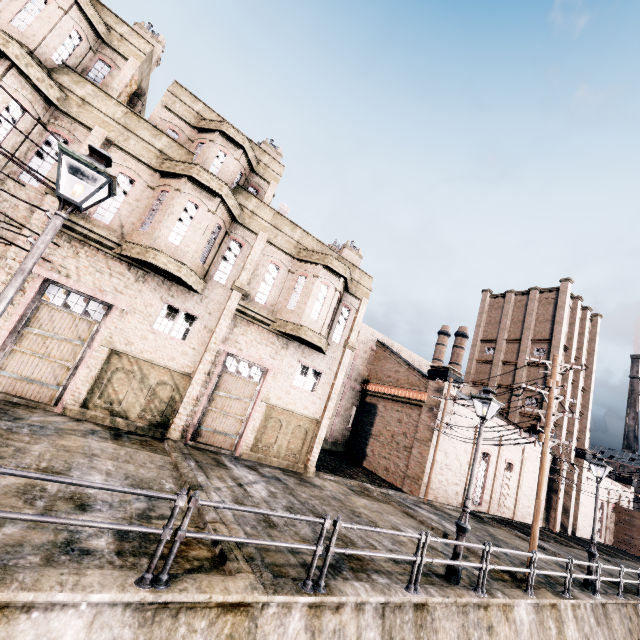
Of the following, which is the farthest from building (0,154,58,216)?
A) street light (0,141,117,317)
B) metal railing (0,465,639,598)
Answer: metal railing (0,465,639,598)

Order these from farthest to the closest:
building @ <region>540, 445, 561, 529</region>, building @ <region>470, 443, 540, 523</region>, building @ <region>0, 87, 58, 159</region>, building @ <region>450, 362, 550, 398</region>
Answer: building @ <region>450, 362, 550, 398</region>
building @ <region>540, 445, 561, 529</region>
building @ <region>470, 443, 540, 523</region>
building @ <region>0, 87, 58, 159</region>

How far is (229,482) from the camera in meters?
11.2 m

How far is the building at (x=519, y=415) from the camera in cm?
2965

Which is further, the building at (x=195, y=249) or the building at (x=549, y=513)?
the building at (x=549, y=513)

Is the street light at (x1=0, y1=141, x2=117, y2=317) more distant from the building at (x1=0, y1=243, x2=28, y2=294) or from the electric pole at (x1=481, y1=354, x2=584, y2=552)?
the electric pole at (x1=481, y1=354, x2=584, y2=552)

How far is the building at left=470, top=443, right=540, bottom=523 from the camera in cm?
2877

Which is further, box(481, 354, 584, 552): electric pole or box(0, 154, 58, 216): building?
box(481, 354, 584, 552): electric pole
